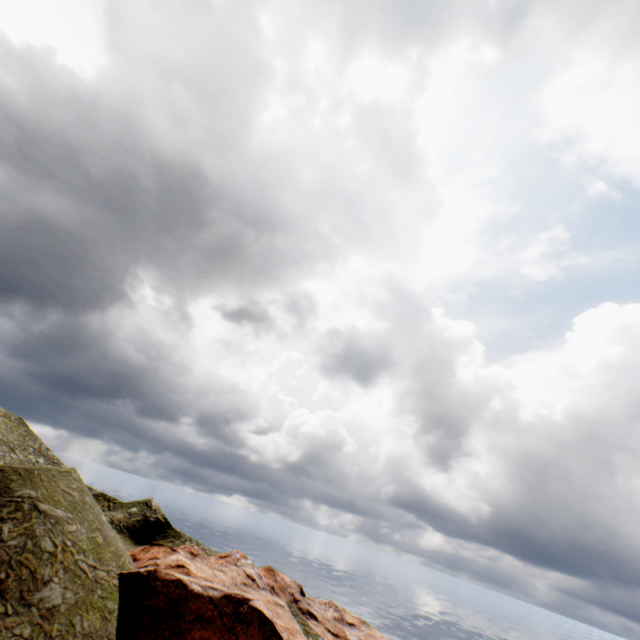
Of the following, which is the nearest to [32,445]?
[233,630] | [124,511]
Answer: [124,511]
